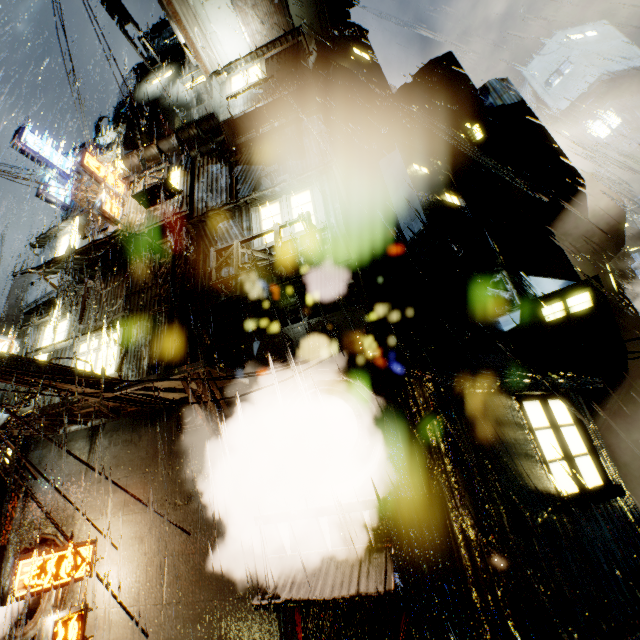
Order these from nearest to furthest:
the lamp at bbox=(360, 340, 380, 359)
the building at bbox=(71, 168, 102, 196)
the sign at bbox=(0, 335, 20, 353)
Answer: the lamp at bbox=(360, 340, 380, 359) → the sign at bbox=(0, 335, 20, 353) → the building at bbox=(71, 168, 102, 196)

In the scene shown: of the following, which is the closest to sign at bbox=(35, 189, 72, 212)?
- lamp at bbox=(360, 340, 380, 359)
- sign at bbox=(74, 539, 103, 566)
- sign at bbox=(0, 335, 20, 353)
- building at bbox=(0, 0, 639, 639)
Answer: building at bbox=(0, 0, 639, 639)

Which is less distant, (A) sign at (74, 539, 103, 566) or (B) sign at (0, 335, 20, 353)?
(A) sign at (74, 539, 103, 566)

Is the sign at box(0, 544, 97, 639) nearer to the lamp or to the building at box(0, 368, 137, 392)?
the building at box(0, 368, 137, 392)

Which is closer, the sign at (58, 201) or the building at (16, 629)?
the building at (16, 629)

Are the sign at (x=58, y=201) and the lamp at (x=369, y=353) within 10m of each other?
no

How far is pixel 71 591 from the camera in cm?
850
